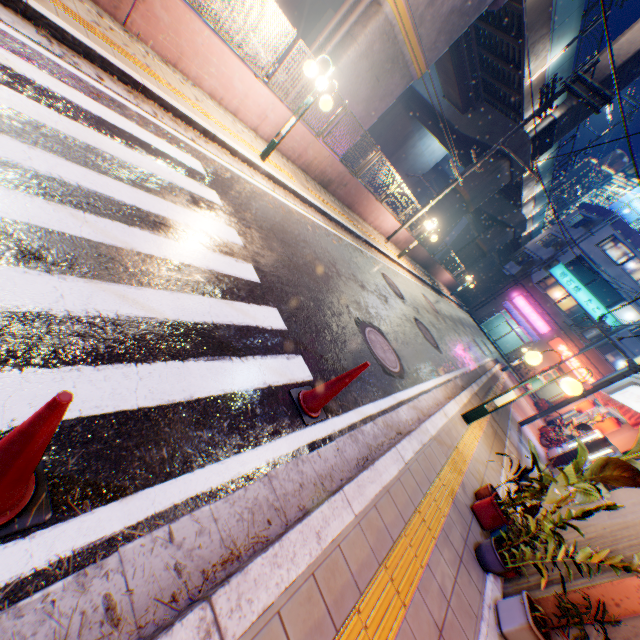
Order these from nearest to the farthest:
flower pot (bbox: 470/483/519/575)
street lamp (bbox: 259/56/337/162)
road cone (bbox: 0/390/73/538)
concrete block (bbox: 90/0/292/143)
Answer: road cone (bbox: 0/390/73/538)
flower pot (bbox: 470/483/519/575)
concrete block (bbox: 90/0/292/143)
street lamp (bbox: 259/56/337/162)

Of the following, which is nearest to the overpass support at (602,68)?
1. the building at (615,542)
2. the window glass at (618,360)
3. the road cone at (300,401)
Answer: the road cone at (300,401)

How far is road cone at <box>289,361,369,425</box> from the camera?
3.1 meters

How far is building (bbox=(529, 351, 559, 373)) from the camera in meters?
32.6

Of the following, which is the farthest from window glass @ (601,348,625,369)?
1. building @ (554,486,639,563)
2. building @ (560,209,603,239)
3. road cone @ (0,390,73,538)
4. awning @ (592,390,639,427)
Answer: road cone @ (0,390,73,538)

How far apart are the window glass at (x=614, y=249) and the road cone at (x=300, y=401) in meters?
39.8

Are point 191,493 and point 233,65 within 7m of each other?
no

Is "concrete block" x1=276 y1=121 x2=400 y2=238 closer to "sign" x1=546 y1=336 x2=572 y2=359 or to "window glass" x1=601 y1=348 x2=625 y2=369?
"sign" x1=546 y1=336 x2=572 y2=359
